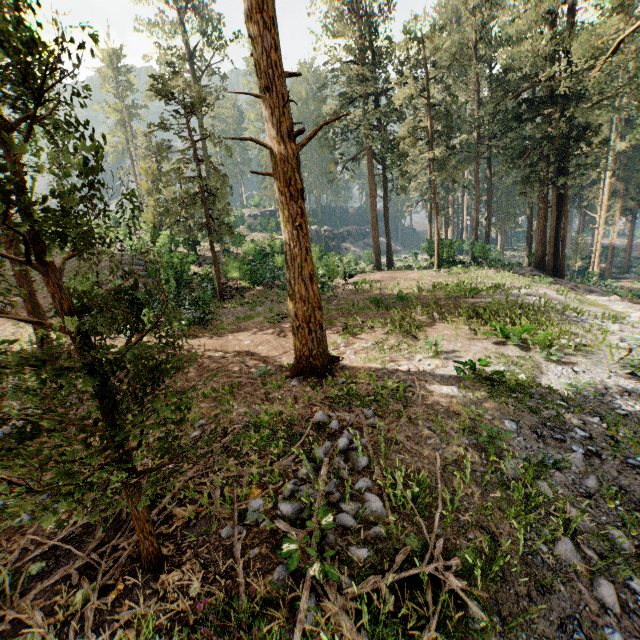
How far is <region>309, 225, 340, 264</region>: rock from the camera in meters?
25.0 m

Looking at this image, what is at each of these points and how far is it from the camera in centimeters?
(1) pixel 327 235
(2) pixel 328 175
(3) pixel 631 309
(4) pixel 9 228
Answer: (1) rock, 5969cm
(2) foliage, 3369cm
(3) rock, 1753cm
(4) foliage, 814cm

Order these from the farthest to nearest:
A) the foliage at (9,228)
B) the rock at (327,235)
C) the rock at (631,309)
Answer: the rock at (327,235)
the rock at (631,309)
the foliage at (9,228)

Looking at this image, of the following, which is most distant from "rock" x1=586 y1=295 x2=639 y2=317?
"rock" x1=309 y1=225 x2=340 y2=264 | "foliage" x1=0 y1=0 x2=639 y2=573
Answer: "rock" x1=309 y1=225 x2=340 y2=264

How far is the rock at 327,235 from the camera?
25.0m

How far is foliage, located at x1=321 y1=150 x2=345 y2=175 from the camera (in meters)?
30.78

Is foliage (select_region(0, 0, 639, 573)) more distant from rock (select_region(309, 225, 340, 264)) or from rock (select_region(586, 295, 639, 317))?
rock (select_region(309, 225, 340, 264))
